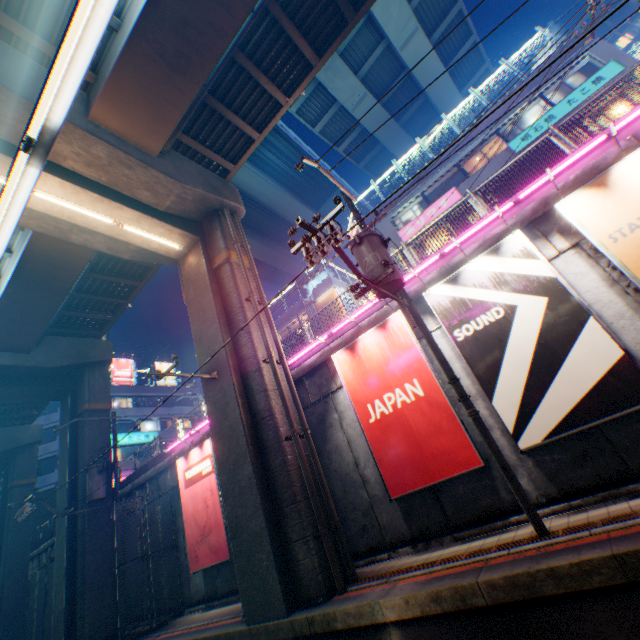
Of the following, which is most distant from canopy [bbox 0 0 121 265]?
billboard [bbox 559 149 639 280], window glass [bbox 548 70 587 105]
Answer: window glass [bbox 548 70 587 105]

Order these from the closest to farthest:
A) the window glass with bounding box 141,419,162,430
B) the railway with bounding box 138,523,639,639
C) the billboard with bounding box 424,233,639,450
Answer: the railway with bounding box 138,523,639,639
the billboard with bounding box 424,233,639,450
the window glass with bounding box 141,419,162,430

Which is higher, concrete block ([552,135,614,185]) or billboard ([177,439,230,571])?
concrete block ([552,135,614,185])

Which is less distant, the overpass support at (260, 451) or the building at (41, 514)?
the overpass support at (260, 451)

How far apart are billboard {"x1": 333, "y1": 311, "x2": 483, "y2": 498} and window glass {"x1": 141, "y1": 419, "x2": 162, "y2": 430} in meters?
37.4 m

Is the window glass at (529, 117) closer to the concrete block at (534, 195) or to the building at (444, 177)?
the building at (444, 177)

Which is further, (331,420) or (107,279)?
(107,279)

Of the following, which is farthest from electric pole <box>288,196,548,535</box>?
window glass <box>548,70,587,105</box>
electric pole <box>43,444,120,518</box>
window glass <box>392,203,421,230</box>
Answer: electric pole <box>43,444,120,518</box>
